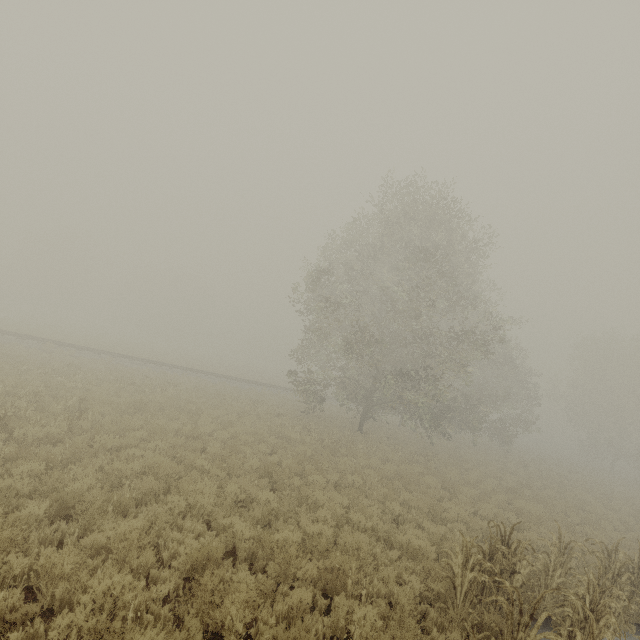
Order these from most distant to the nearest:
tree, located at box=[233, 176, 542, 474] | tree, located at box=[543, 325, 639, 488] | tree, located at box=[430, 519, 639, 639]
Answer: tree, located at box=[543, 325, 639, 488] < tree, located at box=[233, 176, 542, 474] < tree, located at box=[430, 519, 639, 639]

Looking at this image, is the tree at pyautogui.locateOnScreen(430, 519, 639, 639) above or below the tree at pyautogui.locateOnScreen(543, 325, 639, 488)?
below

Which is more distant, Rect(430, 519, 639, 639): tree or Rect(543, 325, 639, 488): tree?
Rect(543, 325, 639, 488): tree

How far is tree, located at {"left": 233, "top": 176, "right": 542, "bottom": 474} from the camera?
18.3 meters

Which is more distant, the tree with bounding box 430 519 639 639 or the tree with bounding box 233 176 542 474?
the tree with bounding box 233 176 542 474

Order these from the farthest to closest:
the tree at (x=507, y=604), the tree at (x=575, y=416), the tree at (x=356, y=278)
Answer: the tree at (x=575, y=416) → the tree at (x=356, y=278) → the tree at (x=507, y=604)

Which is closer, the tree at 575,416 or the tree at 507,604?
the tree at 507,604

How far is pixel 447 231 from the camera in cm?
1841
